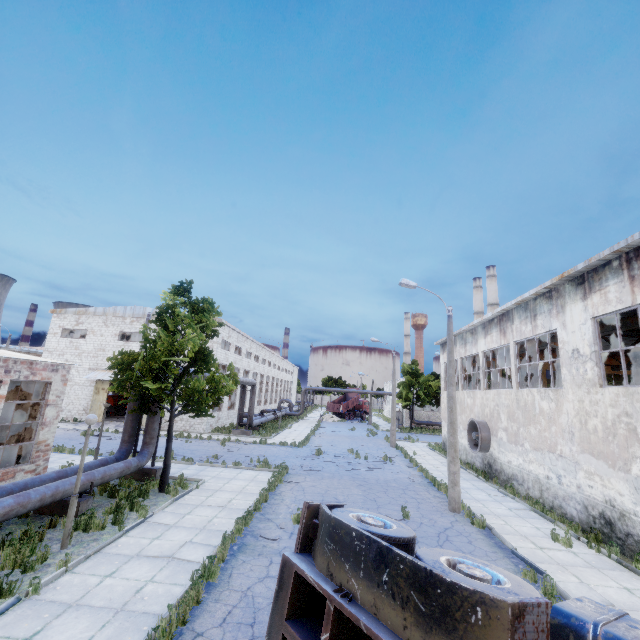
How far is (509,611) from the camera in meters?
2.8

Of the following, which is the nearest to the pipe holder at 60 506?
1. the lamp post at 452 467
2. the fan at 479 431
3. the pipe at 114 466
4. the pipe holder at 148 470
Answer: the pipe at 114 466

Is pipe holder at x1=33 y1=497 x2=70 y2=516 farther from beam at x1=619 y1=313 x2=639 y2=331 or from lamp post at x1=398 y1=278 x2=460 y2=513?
beam at x1=619 y1=313 x2=639 y2=331

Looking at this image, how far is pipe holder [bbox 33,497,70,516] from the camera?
10.6 meters

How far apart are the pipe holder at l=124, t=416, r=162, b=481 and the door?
18.87m

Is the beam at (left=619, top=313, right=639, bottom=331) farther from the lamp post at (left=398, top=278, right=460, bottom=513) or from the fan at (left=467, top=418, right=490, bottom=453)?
the lamp post at (left=398, top=278, right=460, bottom=513)

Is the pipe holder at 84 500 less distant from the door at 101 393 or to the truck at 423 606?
the truck at 423 606
